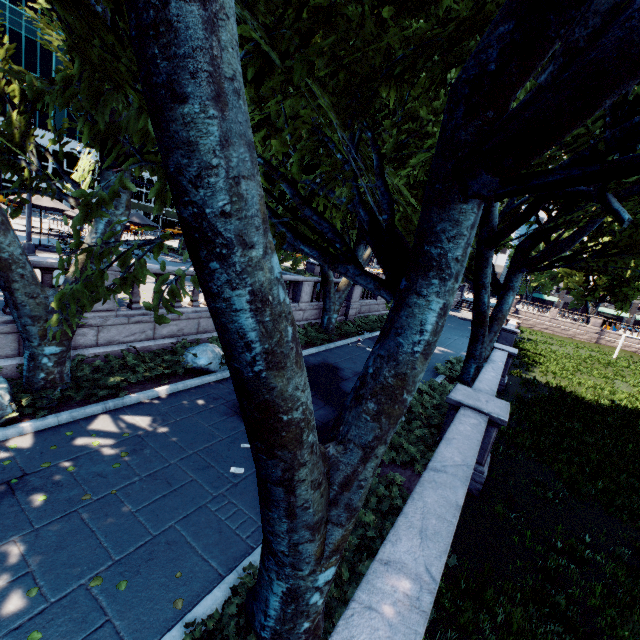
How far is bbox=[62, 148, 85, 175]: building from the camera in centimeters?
4950cm

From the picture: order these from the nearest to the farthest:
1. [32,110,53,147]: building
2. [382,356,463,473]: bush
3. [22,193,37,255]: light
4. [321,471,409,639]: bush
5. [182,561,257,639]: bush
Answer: [182,561,257,639]: bush → [321,471,409,639]: bush → [382,356,463,473]: bush → [22,193,37,255]: light → [32,110,53,147]: building

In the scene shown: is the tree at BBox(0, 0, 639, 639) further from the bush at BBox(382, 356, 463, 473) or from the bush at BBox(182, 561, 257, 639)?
the bush at BBox(382, 356, 463, 473)

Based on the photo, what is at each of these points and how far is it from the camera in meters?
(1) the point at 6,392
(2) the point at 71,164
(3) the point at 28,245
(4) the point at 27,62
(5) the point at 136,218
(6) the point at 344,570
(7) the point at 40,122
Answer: (1) rock, 6.5 m
(2) building, 50.1 m
(3) light, 15.2 m
(4) building, 43.2 m
(5) umbrella, 21.9 m
(6) bush, 4.5 m
(7) building, 45.9 m

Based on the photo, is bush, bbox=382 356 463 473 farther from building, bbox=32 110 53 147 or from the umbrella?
building, bbox=32 110 53 147

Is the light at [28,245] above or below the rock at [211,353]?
above

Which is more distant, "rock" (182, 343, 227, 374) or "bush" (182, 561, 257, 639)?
"rock" (182, 343, 227, 374)

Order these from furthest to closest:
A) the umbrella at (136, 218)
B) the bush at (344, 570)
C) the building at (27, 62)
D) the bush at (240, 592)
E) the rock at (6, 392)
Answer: the building at (27, 62), the umbrella at (136, 218), the rock at (6, 392), the bush at (344, 570), the bush at (240, 592)
